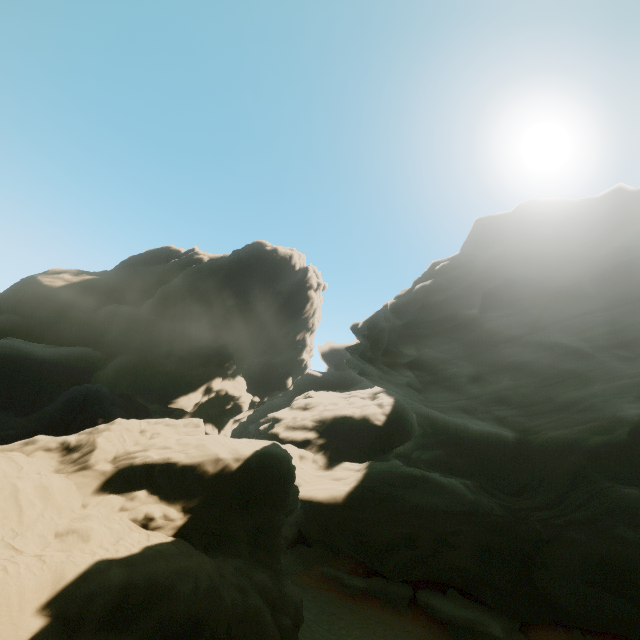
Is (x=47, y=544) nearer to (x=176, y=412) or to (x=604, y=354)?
(x=604, y=354)
